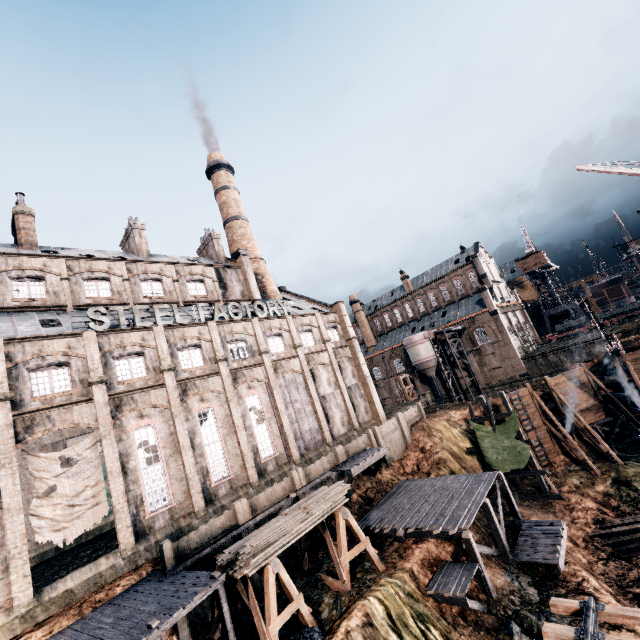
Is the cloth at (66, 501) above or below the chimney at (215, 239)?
below

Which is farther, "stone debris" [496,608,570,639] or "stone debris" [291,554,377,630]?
"stone debris" [291,554,377,630]

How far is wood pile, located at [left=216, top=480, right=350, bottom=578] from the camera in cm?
1497

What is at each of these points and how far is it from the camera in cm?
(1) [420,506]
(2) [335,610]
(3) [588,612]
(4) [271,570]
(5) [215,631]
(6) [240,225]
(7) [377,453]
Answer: (1) wooden scaffolding, 2319
(2) stone debris, 1589
(3) railway, 1057
(4) wooden support structure, 1476
(5) wooden support structure, 1588
(6) chimney, 4634
(7) wooden platform, 2716

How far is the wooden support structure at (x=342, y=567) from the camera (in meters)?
17.16

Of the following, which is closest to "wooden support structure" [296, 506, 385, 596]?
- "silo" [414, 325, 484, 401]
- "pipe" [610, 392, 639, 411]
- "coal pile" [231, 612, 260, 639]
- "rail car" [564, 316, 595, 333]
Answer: "coal pile" [231, 612, 260, 639]

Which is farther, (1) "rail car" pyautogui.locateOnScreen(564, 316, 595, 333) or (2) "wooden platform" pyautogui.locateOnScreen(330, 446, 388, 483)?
(1) "rail car" pyautogui.locateOnScreen(564, 316, 595, 333)

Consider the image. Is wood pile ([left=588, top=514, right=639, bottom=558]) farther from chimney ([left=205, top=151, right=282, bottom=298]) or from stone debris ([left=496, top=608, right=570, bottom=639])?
chimney ([left=205, top=151, right=282, bottom=298])
